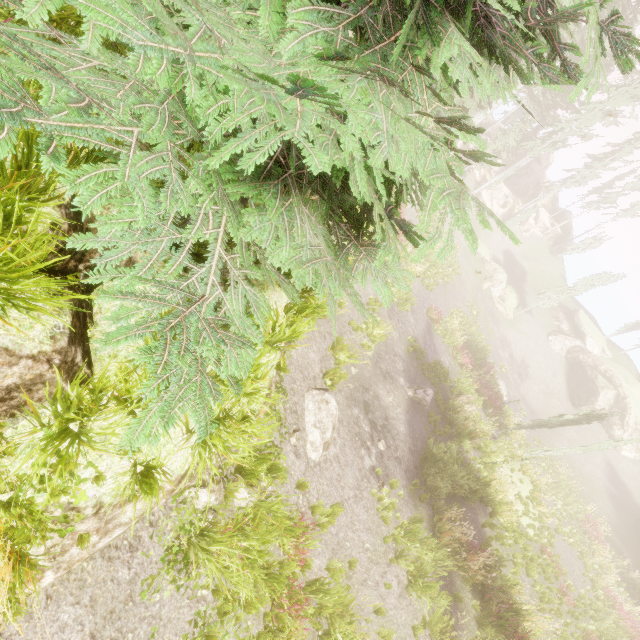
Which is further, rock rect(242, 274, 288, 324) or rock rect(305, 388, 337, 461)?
rock rect(305, 388, 337, 461)

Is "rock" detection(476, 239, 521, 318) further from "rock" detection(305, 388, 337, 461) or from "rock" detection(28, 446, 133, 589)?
"rock" detection(28, 446, 133, 589)

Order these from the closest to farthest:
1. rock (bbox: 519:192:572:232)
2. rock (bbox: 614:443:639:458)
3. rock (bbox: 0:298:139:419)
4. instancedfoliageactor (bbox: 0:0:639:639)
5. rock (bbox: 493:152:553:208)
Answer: instancedfoliageactor (bbox: 0:0:639:639) < rock (bbox: 0:298:139:419) < rock (bbox: 614:443:639:458) < rock (bbox: 493:152:553:208) < rock (bbox: 519:192:572:232)

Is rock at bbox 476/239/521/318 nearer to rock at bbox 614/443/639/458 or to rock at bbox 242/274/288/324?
rock at bbox 614/443/639/458

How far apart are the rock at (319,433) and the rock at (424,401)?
6.47m

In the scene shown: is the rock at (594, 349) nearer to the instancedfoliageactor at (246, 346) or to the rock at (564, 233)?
the instancedfoliageactor at (246, 346)

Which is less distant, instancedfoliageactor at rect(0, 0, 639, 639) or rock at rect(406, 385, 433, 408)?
instancedfoliageactor at rect(0, 0, 639, 639)

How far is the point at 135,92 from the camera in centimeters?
266cm
